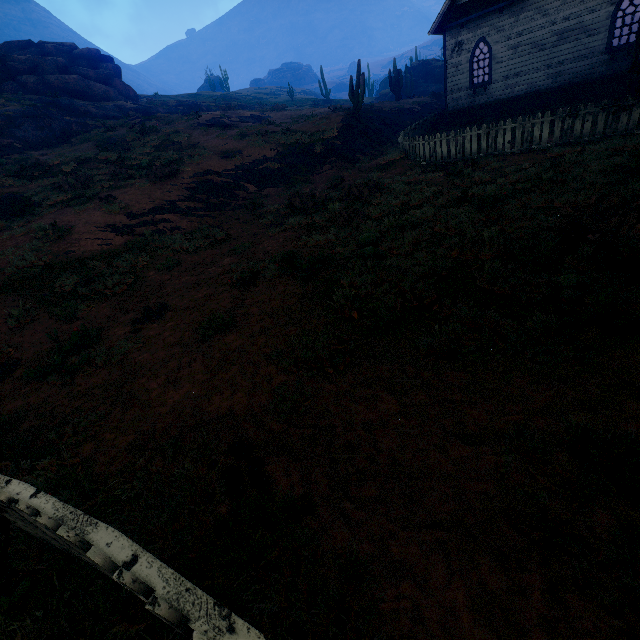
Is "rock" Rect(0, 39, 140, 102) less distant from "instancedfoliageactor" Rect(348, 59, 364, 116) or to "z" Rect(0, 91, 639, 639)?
"z" Rect(0, 91, 639, 639)

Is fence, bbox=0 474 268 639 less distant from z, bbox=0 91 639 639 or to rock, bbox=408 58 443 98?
z, bbox=0 91 639 639

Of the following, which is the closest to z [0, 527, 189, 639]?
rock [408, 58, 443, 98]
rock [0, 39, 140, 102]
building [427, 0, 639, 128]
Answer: building [427, 0, 639, 128]

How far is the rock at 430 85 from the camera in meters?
40.8 m

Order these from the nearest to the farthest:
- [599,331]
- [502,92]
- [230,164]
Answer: [599,331] < [230,164] < [502,92]

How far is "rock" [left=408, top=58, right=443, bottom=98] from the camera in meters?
40.8

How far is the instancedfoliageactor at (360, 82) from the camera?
18.0m

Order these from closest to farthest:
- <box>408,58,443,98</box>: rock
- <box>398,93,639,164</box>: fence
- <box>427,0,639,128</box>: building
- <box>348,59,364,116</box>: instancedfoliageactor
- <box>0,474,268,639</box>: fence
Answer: <box>0,474,268,639</box>: fence, <box>398,93,639,164</box>: fence, <box>427,0,639,128</box>: building, <box>348,59,364,116</box>: instancedfoliageactor, <box>408,58,443,98</box>: rock
